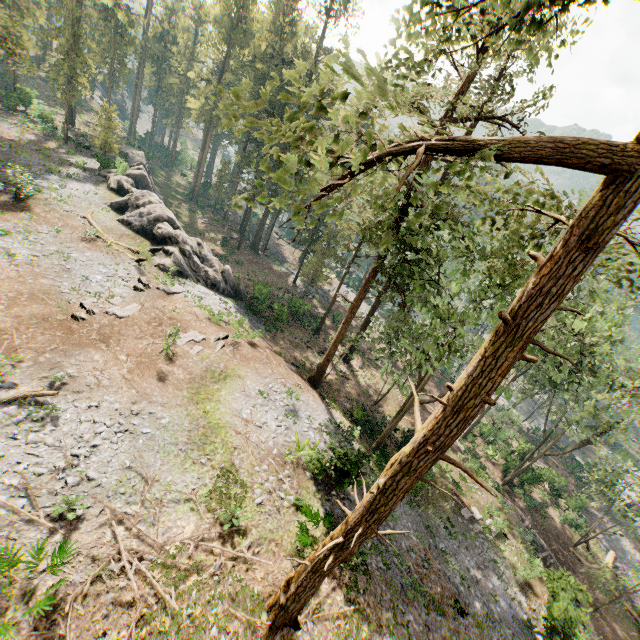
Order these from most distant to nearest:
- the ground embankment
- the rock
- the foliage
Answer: the rock < the ground embankment < the foliage

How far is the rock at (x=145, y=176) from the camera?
27.47m

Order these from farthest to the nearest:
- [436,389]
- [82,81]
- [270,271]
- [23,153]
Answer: [270,271] < [436,389] < [82,81] < [23,153]

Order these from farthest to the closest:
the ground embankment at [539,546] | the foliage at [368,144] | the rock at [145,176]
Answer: the rock at [145,176]
the ground embankment at [539,546]
the foliage at [368,144]

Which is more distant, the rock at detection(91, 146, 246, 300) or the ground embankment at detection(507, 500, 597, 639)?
the rock at detection(91, 146, 246, 300)

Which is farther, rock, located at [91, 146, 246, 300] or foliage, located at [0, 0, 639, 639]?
rock, located at [91, 146, 246, 300]

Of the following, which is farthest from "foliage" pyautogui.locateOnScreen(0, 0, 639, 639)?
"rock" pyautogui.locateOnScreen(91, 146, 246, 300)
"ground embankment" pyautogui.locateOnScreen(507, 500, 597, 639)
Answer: "ground embankment" pyautogui.locateOnScreen(507, 500, 597, 639)

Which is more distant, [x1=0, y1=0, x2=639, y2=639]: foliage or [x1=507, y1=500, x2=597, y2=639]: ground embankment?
[x1=507, y1=500, x2=597, y2=639]: ground embankment
